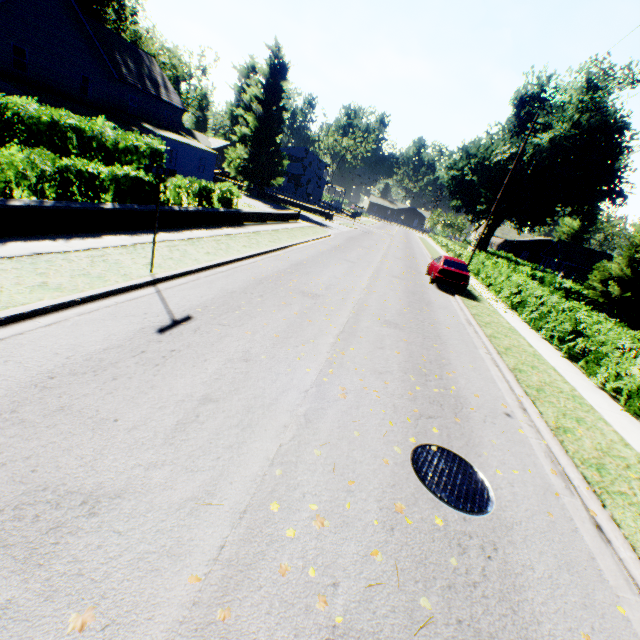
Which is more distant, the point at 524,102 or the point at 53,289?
the point at 524,102

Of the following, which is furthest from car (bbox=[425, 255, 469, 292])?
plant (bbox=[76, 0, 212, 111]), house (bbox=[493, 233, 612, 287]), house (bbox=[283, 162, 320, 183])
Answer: house (bbox=[283, 162, 320, 183])

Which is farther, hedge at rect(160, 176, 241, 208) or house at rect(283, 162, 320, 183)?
house at rect(283, 162, 320, 183)

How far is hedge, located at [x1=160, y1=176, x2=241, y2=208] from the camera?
13.0 meters

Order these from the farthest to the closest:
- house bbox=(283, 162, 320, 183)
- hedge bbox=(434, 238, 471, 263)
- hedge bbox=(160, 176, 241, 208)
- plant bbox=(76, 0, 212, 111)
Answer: house bbox=(283, 162, 320, 183), plant bbox=(76, 0, 212, 111), hedge bbox=(434, 238, 471, 263), hedge bbox=(160, 176, 241, 208)

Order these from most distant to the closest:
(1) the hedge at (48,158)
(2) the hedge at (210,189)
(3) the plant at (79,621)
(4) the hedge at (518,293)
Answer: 1. (2) the hedge at (210,189)
2. (4) the hedge at (518,293)
3. (1) the hedge at (48,158)
4. (3) the plant at (79,621)

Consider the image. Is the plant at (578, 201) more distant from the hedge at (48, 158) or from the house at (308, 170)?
the hedge at (48, 158)
